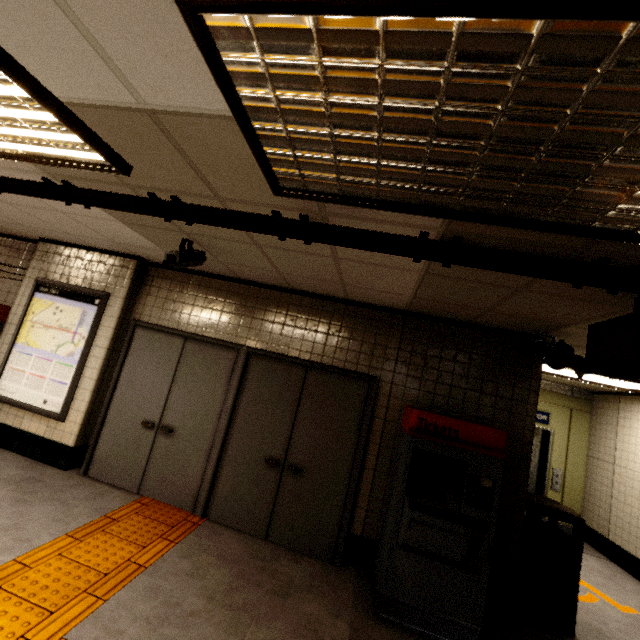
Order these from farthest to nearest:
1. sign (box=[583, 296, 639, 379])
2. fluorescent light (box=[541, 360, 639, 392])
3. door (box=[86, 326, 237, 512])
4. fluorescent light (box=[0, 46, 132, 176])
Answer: fluorescent light (box=[541, 360, 639, 392]) → door (box=[86, 326, 237, 512]) → sign (box=[583, 296, 639, 379]) → fluorescent light (box=[0, 46, 132, 176])

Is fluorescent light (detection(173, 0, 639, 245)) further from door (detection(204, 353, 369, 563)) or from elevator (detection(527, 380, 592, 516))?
elevator (detection(527, 380, 592, 516))

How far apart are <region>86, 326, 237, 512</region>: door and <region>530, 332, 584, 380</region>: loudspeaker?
3.5m

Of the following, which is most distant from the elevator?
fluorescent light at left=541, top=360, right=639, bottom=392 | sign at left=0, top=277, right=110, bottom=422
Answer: sign at left=0, top=277, right=110, bottom=422

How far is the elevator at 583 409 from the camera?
6.7m

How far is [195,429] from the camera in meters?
4.1

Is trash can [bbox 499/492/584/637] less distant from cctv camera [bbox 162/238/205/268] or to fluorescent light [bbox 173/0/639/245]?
fluorescent light [bbox 173/0/639/245]

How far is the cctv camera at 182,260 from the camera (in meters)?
3.12
